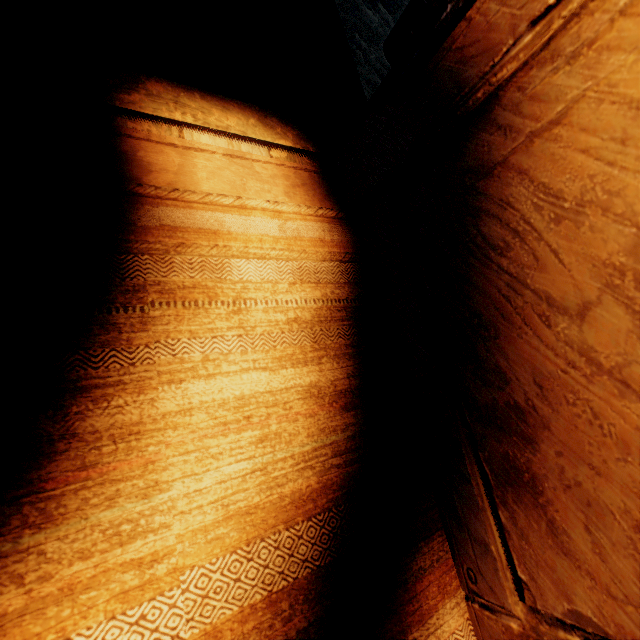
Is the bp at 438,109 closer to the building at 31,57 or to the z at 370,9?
the building at 31,57

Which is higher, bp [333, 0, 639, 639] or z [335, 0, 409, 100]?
bp [333, 0, 639, 639]

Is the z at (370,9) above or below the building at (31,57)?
below

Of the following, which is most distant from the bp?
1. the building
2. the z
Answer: the z

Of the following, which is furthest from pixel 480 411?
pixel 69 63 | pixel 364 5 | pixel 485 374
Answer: pixel 364 5

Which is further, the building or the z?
the z

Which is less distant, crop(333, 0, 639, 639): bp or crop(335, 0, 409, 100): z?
crop(333, 0, 639, 639): bp
